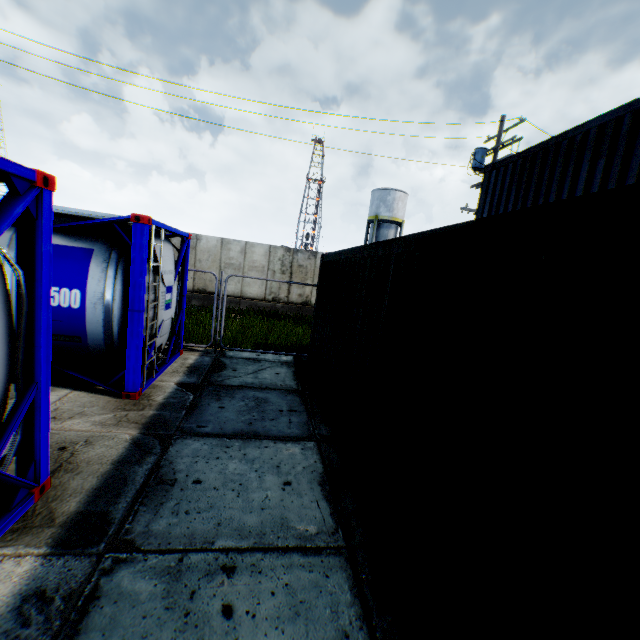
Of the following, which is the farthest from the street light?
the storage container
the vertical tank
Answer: the vertical tank

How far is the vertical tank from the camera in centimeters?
3469cm

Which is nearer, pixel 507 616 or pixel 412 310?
pixel 507 616

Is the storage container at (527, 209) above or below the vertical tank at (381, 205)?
below

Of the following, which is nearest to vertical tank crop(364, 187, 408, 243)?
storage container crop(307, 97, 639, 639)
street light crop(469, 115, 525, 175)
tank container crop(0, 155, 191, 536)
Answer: street light crop(469, 115, 525, 175)

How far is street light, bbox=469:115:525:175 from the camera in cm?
1225

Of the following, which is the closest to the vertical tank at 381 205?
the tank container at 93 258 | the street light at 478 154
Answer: the street light at 478 154

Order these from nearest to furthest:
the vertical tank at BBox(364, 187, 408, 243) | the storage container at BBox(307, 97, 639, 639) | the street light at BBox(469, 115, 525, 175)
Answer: the storage container at BBox(307, 97, 639, 639) → the street light at BBox(469, 115, 525, 175) → the vertical tank at BBox(364, 187, 408, 243)
